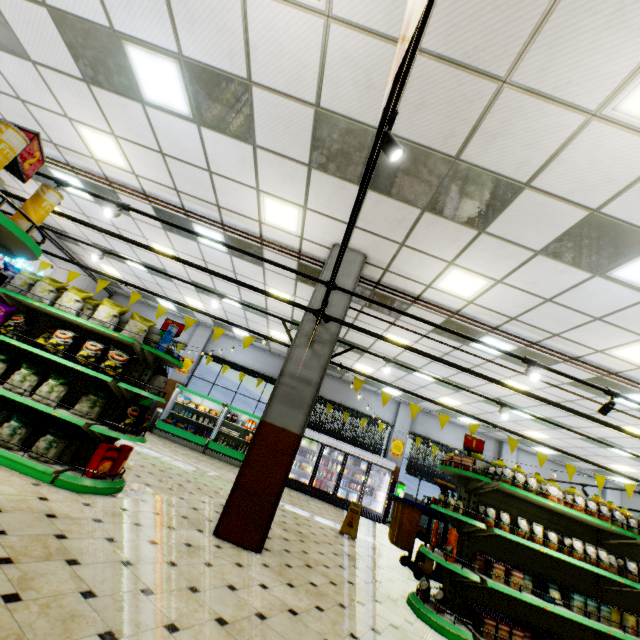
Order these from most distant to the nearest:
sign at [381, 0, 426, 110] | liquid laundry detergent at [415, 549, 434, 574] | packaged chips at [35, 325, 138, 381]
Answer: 1. liquid laundry detergent at [415, 549, 434, 574]
2. packaged chips at [35, 325, 138, 381]
3. sign at [381, 0, 426, 110]

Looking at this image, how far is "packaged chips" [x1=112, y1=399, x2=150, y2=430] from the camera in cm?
441

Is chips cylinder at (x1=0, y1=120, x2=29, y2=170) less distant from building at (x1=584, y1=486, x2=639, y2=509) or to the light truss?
the light truss

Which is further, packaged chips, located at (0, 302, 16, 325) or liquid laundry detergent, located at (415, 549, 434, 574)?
liquid laundry detergent, located at (415, 549, 434, 574)

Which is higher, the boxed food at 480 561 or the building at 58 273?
the building at 58 273

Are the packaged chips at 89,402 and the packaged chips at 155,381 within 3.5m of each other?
yes

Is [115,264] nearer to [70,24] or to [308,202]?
[70,24]

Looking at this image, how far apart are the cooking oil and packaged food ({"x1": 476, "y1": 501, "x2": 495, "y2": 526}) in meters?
0.4 m
